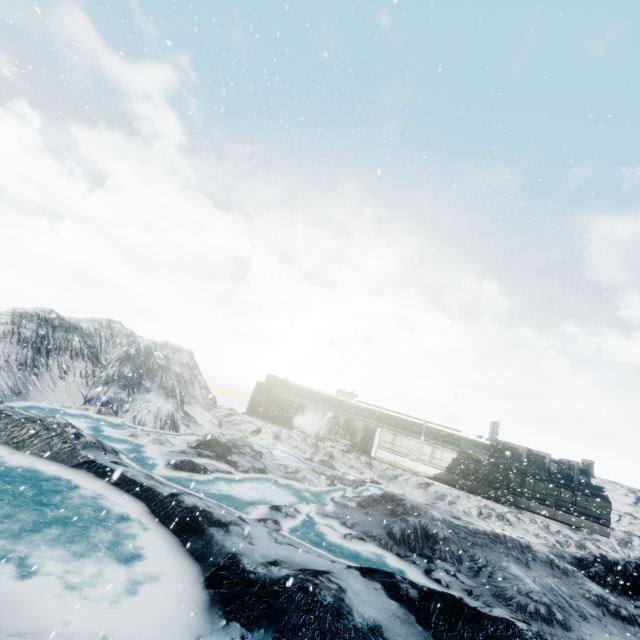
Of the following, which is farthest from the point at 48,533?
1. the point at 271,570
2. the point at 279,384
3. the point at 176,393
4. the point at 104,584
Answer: the point at 279,384
